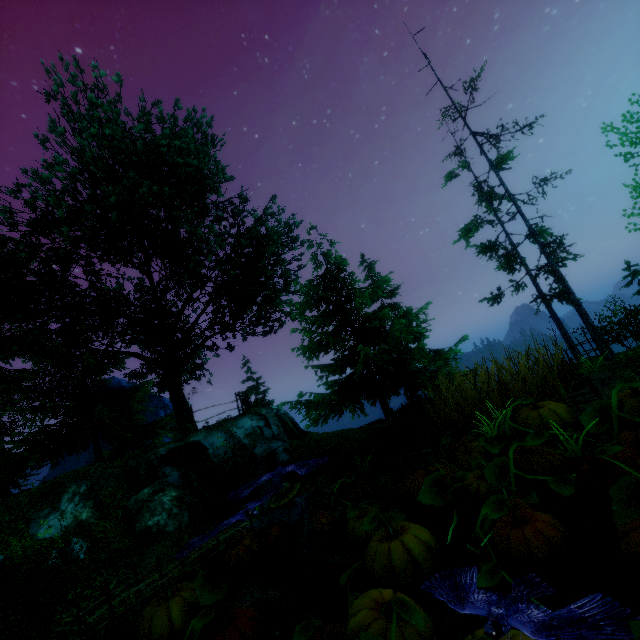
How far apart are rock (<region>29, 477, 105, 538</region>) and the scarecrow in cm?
806

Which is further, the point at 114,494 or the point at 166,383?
the point at 166,383

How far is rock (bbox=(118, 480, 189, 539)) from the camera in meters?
9.8 m

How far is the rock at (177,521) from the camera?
9.8m

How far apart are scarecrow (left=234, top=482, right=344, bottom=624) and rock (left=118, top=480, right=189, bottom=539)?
6.9 meters

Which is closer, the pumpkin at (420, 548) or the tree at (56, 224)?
the pumpkin at (420, 548)

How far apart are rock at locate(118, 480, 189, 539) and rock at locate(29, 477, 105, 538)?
0.5m

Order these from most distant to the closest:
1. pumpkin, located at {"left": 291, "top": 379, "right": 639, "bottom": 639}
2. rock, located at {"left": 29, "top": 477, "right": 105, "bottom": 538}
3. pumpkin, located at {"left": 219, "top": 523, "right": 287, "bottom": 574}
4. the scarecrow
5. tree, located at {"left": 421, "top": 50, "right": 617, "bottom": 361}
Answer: tree, located at {"left": 421, "top": 50, "right": 617, "bottom": 361}
rock, located at {"left": 29, "top": 477, "right": 105, "bottom": 538}
pumpkin, located at {"left": 219, "top": 523, "right": 287, "bottom": 574}
the scarecrow
pumpkin, located at {"left": 291, "top": 379, "right": 639, "bottom": 639}
